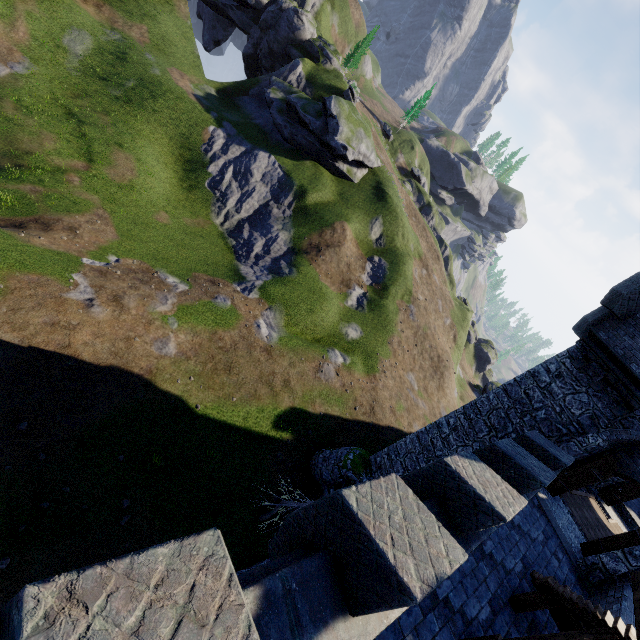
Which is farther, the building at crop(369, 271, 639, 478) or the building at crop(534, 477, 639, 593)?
the building at crop(369, 271, 639, 478)

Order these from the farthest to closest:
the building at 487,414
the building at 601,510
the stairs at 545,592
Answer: the building at 487,414
the building at 601,510
the stairs at 545,592

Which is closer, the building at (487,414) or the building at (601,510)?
the building at (601,510)

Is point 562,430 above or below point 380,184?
above

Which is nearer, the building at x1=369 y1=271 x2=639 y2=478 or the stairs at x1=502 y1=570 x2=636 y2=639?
the stairs at x1=502 y1=570 x2=636 y2=639

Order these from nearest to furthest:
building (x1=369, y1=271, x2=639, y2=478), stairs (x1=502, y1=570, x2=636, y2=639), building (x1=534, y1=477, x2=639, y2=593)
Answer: stairs (x1=502, y1=570, x2=636, y2=639) < building (x1=534, y1=477, x2=639, y2=593) < building (x1=369, y1=271, x2=639, y2=478)
